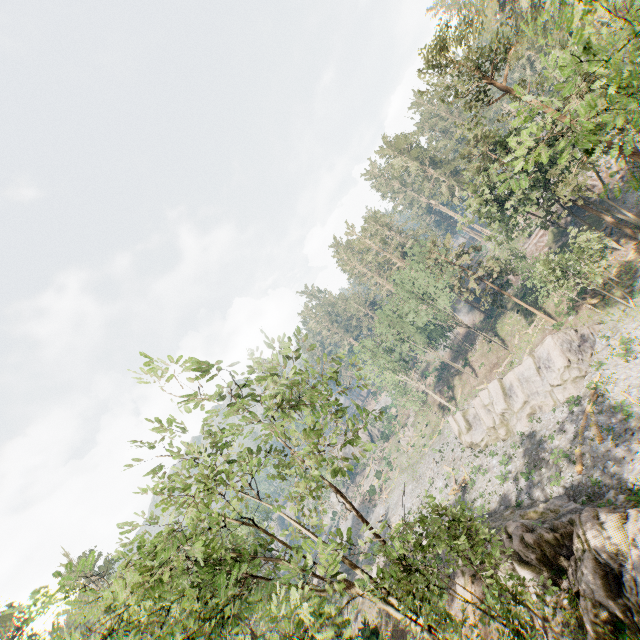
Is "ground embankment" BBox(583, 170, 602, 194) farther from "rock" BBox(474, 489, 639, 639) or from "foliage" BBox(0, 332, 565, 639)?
"rock" BBox(474, 489, 639, 639)

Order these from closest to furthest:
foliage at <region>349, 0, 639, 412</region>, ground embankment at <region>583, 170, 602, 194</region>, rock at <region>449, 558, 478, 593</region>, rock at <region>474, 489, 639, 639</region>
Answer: foliage at <region>349, 0, 639, 412</region>
rock at <region>474, 489, 639, 639</region>
rock at <region>449, 558, 478, 593</region>
ground embankment at <region>583, 170, 602, 194</region>

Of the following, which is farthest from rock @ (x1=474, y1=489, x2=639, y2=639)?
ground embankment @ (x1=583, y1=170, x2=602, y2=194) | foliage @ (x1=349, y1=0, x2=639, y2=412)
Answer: ground embankment @ (x1=583, y1=170, x2=602, y2=194)

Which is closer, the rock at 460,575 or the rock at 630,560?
the rock at 630,560

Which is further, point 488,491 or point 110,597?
point 488,491

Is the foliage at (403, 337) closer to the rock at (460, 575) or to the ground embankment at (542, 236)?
the ground embankment at (542, 236)

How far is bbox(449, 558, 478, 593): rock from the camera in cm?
1985
